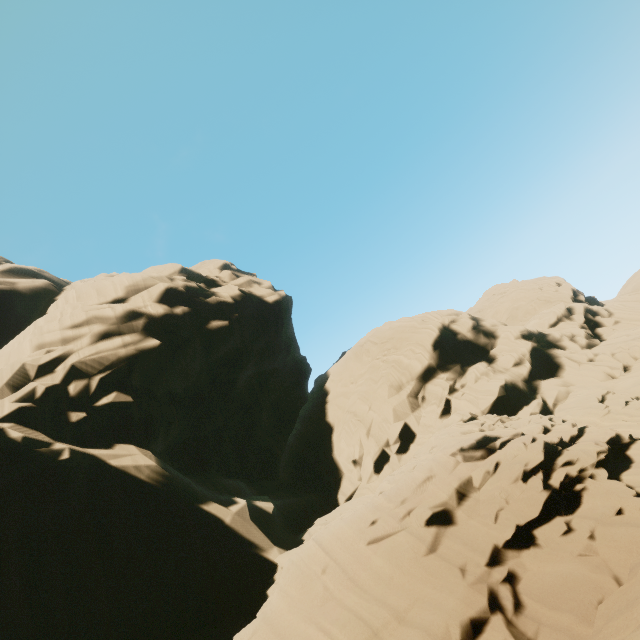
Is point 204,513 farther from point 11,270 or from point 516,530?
point 11,270
